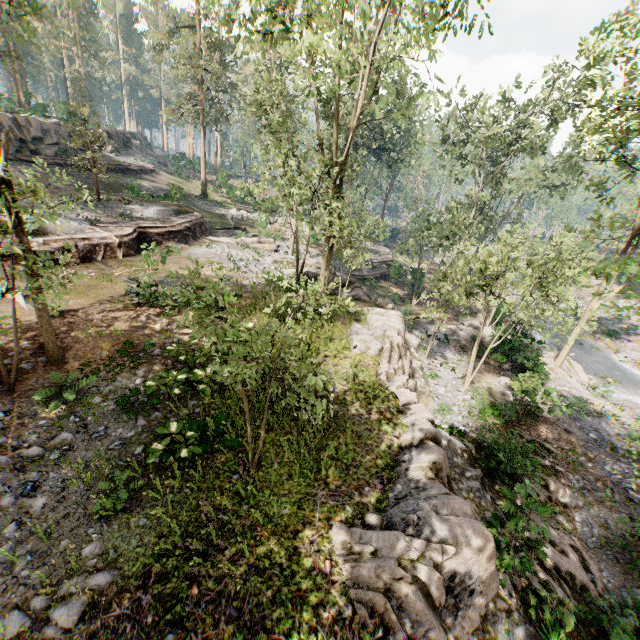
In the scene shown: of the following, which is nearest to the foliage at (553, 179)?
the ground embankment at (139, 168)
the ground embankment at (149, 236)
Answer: the ground embankment at (149, 236)

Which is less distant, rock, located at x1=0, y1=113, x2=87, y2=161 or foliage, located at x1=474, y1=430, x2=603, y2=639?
foliage, located at x1=474, y1=430, x2=603, y2=639

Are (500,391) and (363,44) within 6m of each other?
no

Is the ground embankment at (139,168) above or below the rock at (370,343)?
above

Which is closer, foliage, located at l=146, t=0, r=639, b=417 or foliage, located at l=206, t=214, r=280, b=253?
foliage, located at l=146, t=0, r=639, b=417

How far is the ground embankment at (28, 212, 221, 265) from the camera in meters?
17.0

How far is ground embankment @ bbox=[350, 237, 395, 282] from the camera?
32.7 meters
